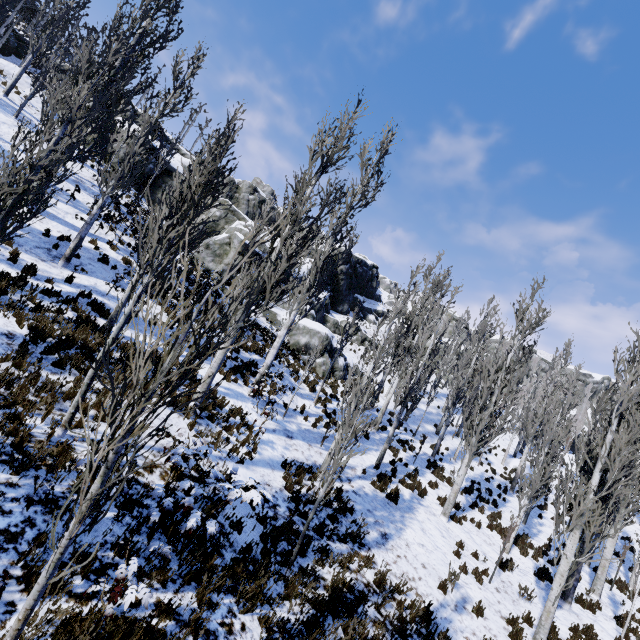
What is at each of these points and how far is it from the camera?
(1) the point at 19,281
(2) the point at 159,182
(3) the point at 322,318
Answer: (1) instancedfoliageactor, 8.8 meters
(2) rock, 25.7 meters
(3) rock, 32.5 meters

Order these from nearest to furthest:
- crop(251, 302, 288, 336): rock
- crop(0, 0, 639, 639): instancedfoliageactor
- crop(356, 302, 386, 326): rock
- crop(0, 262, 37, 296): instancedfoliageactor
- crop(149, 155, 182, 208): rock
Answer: crop(0, 0, 639, 639): instancedfoliageactor
crop(0, 262, 37, 296): instancedfoliageactor
crop(251, 302, 288, 336): rock
crop(149, 155, 182, 208): rock
crop(356, 302, 386, 326): rock

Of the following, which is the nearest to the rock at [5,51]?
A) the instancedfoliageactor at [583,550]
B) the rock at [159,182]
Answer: the instancedfoliageactor at [583,550]

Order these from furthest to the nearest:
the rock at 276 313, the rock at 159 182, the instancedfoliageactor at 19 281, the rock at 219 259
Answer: the rock at 159 182, the rock at 219 259, the rock at 276 313, the instancedfoliageactor at 19 281

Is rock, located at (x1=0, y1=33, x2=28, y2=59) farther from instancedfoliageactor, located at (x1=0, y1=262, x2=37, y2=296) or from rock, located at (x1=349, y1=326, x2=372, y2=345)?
rock, located at (x1=349, y1=326, x2=372, y2=345)

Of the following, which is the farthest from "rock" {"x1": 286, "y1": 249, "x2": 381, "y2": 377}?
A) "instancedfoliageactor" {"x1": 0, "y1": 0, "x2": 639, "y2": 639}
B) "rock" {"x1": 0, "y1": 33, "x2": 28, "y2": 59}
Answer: "rock" {"x1": 0, "y1": 33, "x2": 28, "y2": 59}

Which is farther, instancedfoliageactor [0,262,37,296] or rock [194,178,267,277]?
rock [194,178,267,277]

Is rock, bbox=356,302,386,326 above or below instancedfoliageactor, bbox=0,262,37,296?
above
